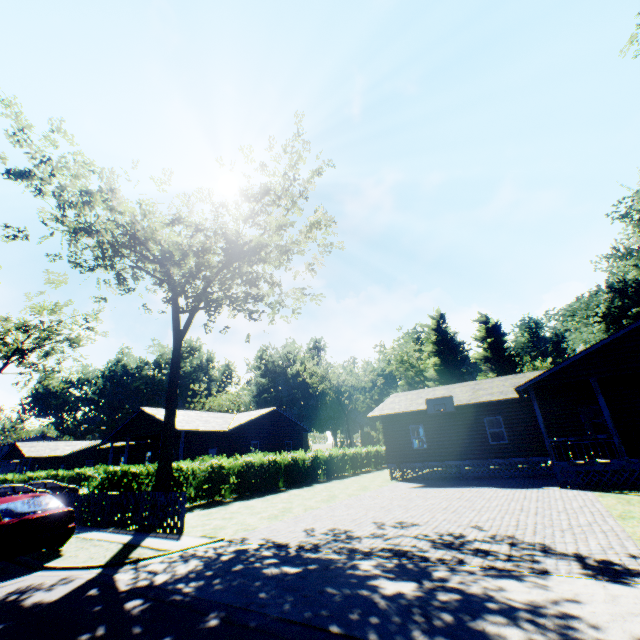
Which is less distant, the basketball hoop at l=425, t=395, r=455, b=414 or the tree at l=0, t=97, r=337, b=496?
the tree at l=0, t=97, r=337, b=496

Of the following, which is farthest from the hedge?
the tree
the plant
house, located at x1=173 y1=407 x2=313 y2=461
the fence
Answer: the plant

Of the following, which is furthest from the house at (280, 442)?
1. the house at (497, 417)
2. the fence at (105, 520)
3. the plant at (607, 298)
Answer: the plant at (607, 298)

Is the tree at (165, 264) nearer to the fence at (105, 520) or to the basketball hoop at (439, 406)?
the fence at (105, 520)

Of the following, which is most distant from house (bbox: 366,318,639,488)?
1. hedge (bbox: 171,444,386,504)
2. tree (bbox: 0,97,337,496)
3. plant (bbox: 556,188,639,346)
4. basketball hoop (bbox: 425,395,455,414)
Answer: plant (bbox: 556,188,639,346)

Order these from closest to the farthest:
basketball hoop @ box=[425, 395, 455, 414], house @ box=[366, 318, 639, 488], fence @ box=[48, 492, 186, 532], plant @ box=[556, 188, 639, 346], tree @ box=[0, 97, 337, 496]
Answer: fence @ box=[48, 492, 186, 532]
house @ box=[366, 318, 639, 488]
tree @ box=[0, 97, 337, 496]
basketball hoop @ box=[425, 395, 455, 414]
plant @ box=[556, 188, 639, 346]

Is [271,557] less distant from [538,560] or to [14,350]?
[538,560]

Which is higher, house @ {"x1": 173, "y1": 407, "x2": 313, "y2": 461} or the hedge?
house @ {"x1": 173, "y1": 407, "x2": 313, "y2": 461}
